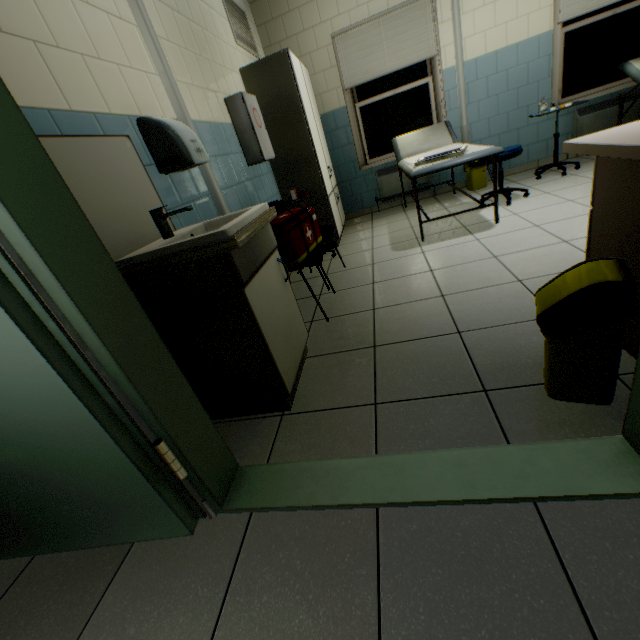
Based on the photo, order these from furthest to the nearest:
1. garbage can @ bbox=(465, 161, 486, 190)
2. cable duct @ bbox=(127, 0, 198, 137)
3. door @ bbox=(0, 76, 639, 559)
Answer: garbage can @ bbox=(465, 161, 486, 190)
cable duct @ bbox=(127, 0, 198, 137)
door @ bbox=(0, 76, 639, 559)

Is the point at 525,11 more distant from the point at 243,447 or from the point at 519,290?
the point at 243,447

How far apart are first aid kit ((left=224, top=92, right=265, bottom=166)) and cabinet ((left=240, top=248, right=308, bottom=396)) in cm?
175

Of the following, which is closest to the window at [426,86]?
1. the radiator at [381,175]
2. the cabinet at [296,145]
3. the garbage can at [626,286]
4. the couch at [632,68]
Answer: the radiator at [381,175]

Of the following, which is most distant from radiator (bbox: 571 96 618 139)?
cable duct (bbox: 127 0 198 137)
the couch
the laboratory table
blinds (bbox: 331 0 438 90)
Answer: cable duct (bbox: 127 0 198 137)

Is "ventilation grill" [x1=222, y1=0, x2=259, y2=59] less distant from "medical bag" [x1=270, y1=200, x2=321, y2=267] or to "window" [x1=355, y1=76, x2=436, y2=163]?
"window" [x1=355, y1=76, x2=436, y2=163]

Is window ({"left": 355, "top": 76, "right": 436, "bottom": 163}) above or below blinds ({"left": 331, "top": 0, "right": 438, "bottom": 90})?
below

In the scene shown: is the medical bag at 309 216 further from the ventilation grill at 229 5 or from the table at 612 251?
the ventilation grill at 229 5
